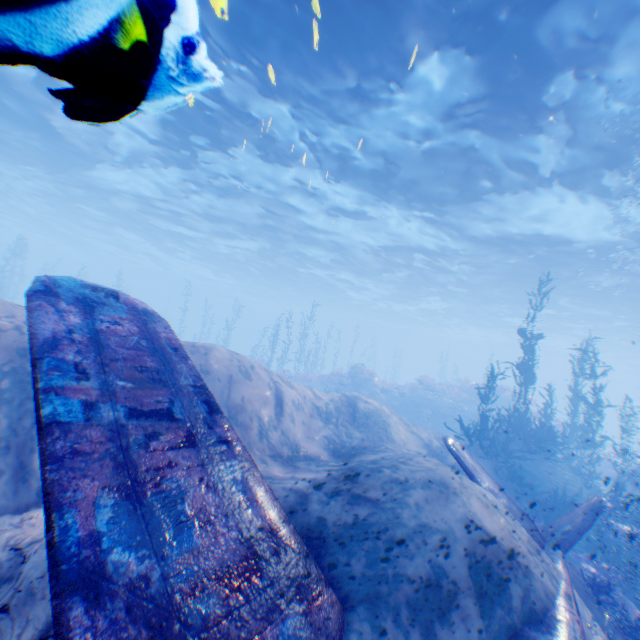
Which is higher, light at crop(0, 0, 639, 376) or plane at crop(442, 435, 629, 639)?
light at crop(0, 0, 639, 376)

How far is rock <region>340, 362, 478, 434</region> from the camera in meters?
21.8

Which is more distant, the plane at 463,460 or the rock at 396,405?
the rock at 396,405

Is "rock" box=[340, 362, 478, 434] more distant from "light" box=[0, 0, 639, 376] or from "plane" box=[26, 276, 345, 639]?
"plane" box=[26, 276, 345, 639]

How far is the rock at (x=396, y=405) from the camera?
21.75m

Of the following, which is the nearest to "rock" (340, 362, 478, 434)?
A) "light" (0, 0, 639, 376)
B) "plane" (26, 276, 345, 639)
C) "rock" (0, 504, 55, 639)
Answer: "rock" (0, 504, 55, 639)

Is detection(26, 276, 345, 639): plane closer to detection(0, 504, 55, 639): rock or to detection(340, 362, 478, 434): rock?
detection(0, 504, 55, 639): rock

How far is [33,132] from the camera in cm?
1894
